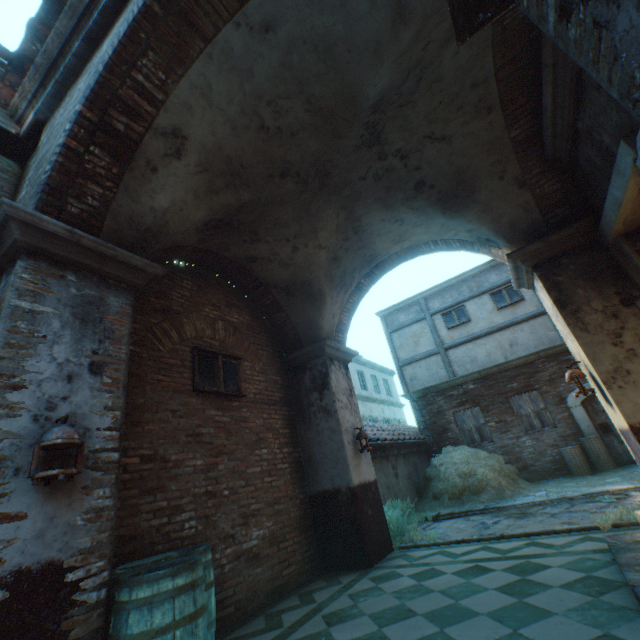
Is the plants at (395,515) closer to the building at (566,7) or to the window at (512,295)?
the building at (566,7)

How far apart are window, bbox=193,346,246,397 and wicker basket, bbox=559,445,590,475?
9.9m

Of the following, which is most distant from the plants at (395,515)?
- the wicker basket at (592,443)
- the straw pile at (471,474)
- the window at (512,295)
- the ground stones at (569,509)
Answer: the window at (512,295)

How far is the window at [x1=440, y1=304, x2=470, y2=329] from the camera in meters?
13.1 m

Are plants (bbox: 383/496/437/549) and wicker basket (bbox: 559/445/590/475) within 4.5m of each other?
no

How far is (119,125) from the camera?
3.4 meters

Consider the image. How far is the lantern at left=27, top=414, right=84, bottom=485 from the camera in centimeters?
222cm

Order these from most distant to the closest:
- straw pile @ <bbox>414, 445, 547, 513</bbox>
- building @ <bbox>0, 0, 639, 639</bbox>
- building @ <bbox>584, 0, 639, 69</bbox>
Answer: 1. straw pile @ <bbox>414, 445, 547, 513</bbox>
2. building @ <bbox>0, 0, 639, 639</bbox>
3. building @ <bbox>584, 0, 639, 69</bbox>
